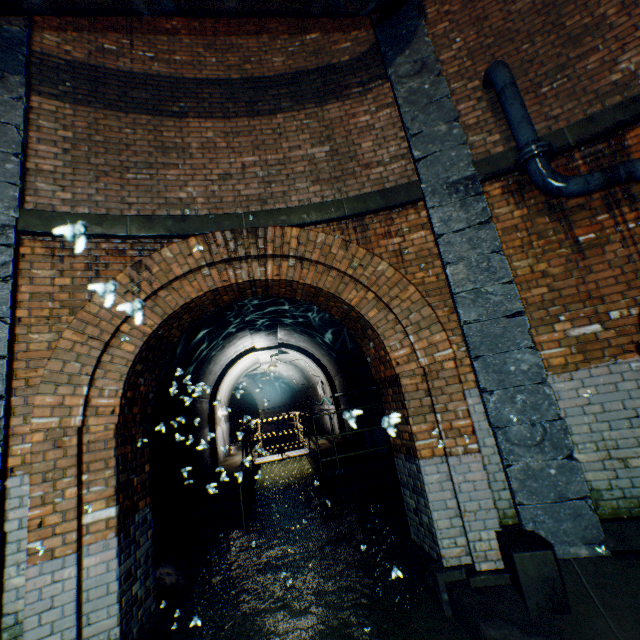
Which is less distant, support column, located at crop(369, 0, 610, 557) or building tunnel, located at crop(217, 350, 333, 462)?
support column, located at crop(369, 0, 610, 557)

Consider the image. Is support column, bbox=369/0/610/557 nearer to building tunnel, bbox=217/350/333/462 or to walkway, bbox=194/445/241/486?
building tunnel, bbox=217/350/333/462

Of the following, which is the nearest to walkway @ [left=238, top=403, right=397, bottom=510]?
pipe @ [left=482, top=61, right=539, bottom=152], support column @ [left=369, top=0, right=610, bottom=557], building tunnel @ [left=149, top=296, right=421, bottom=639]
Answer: building tunnel @ [left=149, top=296, right=421, bottom=639]

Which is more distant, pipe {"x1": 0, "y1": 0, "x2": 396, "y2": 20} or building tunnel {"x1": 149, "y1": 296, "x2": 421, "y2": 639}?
building tunnel {"x1": 149, "y1": 296, "x2": 421, "y2": 639}

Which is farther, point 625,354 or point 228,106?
point 228,106

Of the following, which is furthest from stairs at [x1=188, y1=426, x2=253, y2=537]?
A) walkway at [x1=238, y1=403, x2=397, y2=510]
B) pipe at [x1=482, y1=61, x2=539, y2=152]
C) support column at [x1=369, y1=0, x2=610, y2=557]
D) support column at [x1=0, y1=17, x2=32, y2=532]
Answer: pipe at [x1=482, y1=61, x2=539, y2=152]

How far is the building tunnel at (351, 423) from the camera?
0.53m

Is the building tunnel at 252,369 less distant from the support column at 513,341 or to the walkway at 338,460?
the walkway at 338,460
